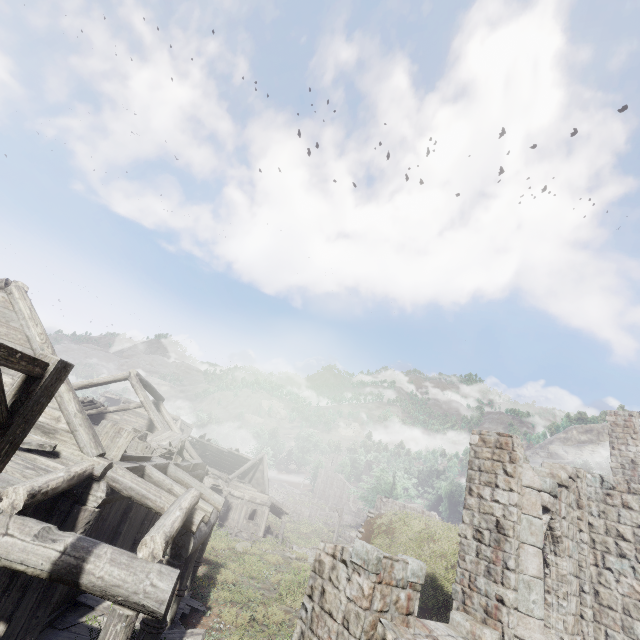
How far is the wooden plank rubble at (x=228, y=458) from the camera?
31.8m

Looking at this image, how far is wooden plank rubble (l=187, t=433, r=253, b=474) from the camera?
31.8m

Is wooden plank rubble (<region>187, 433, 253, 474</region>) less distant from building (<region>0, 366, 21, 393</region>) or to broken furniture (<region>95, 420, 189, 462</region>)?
building (<region>0, 366, 21, 393</region>)

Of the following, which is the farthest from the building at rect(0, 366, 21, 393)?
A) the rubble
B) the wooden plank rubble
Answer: the rubble

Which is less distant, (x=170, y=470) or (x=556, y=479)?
(x=556, y=479)

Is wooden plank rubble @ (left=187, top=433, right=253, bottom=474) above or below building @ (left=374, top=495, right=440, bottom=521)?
below

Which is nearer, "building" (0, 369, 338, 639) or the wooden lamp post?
the wooden lamp post

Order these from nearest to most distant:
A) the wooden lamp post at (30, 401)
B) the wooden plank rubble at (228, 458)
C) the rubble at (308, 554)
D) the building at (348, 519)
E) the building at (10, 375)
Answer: the wooden lamp post at (30, 401) → the building at (10, 375) → the rubble at (308, 554) → the wooden plank rubble at (228, 458) → the building at (348, 519)
